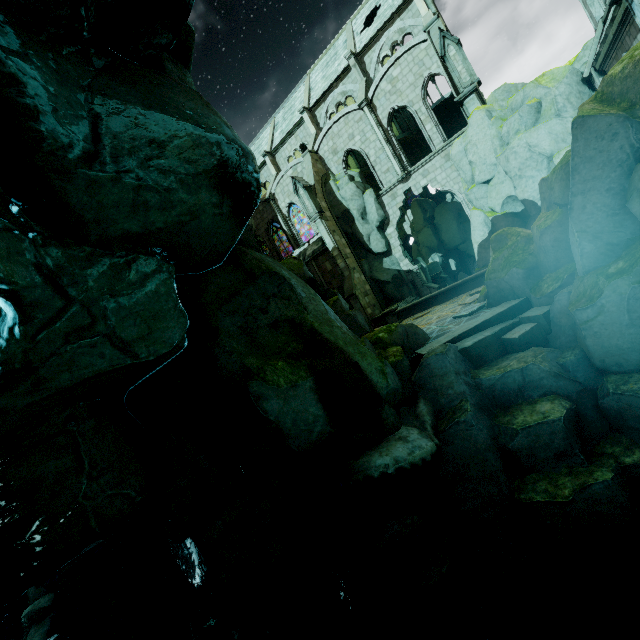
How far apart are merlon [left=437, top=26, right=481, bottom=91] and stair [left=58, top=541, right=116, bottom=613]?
32.2 meters

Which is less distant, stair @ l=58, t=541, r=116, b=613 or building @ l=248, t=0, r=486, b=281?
stair @ l=58, t=541, r=116, b=613

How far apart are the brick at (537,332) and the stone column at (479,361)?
0.01m

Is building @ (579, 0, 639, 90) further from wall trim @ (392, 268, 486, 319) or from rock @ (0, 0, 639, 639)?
wall trim @ (392, 268, 486, 319)

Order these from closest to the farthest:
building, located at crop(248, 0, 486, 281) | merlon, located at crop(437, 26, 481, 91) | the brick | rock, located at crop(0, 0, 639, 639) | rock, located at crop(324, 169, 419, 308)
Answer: rock, located at crop(0, 0, 639, 639)
the brick
merlon, located at crop(437, 26, 481, 91)
building, located at crop(248, 0, 486, 281)
rock, located at crop(324, 169, 419, 308)

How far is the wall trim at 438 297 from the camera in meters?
17.3

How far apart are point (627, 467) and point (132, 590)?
22.1m

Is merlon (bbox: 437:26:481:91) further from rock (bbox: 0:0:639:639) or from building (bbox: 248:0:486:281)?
rock (bbox: 0:0:639:639)
